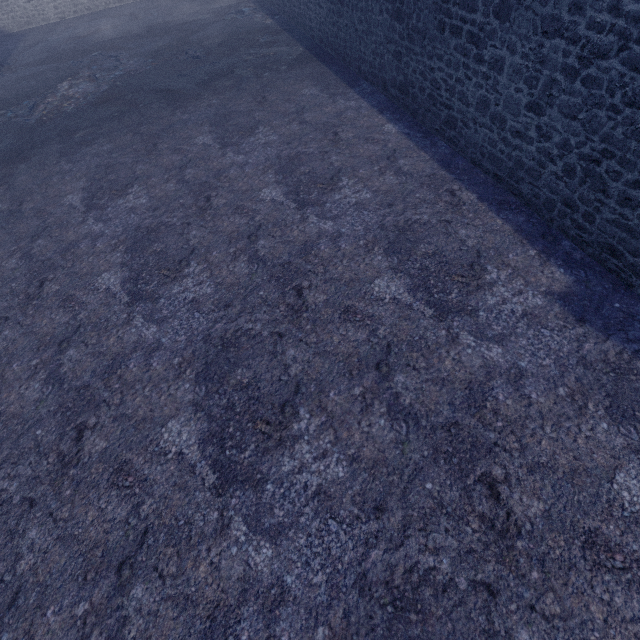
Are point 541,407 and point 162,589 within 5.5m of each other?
yes

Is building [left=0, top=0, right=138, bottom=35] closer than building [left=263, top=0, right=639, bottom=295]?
No

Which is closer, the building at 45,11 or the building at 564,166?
the building at 564,166
